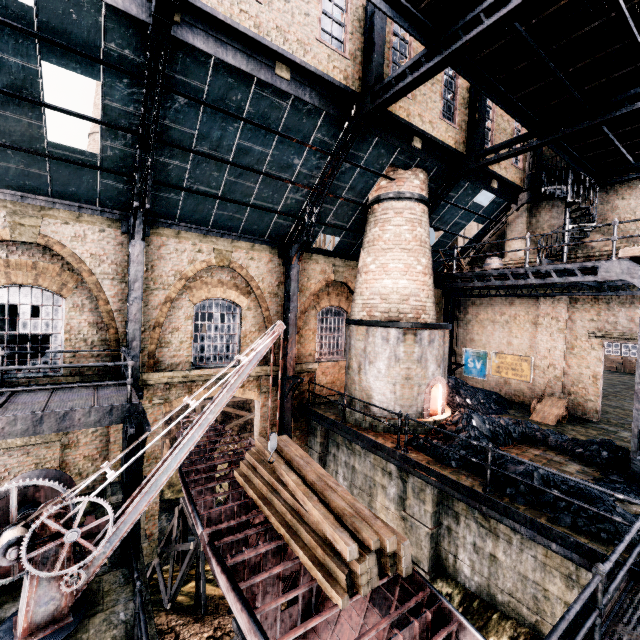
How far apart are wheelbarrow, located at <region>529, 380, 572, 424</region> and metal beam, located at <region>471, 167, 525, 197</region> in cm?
985

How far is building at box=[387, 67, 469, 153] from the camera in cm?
1193

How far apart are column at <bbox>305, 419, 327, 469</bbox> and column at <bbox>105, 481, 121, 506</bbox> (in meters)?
7.08

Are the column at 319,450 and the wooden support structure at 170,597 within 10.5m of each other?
yes

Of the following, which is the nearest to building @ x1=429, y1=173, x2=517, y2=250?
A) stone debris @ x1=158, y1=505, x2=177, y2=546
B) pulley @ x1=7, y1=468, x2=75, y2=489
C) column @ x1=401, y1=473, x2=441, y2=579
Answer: pulley @ x1=7, y1=468, x2=75, y2=489

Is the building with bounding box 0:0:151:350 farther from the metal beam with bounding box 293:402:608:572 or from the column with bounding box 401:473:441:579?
the column with bounding box 401:473:441:579

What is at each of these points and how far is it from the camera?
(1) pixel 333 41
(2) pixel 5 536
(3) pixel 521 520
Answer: (1) building, 10.01m
(2) crane, 5.70m
(3) metal beam, 7.39m

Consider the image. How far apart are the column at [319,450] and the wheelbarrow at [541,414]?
9.45m
